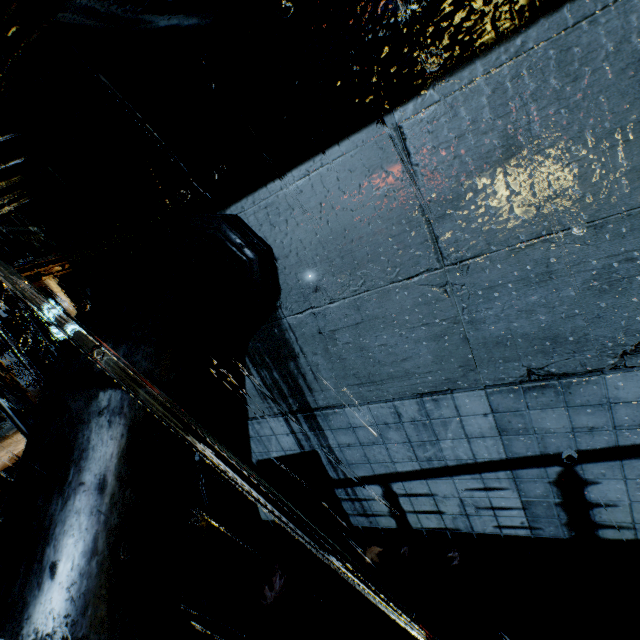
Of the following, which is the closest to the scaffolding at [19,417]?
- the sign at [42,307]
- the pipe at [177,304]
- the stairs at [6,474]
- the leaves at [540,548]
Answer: the pipe at [177,304]

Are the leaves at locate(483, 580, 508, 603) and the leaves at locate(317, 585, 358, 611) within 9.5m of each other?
yes

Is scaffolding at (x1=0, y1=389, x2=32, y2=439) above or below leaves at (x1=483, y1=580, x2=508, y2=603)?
above

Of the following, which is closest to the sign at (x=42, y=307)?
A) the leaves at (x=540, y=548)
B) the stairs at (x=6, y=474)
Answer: the stairs at (x=6, y=474)

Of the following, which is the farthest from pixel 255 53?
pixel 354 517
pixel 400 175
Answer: pixel 354 517

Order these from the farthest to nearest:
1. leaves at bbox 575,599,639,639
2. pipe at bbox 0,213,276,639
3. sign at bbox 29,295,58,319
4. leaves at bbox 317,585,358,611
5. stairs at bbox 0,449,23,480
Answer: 1. sign at bbox 29,295,58,319
2. stairs at bbox 0,449,23,480
3. leaves at bbox 317,585,358,611
4. leaves at bbox 575,599,639,639
5. pipe at bbox 0,213,276,639

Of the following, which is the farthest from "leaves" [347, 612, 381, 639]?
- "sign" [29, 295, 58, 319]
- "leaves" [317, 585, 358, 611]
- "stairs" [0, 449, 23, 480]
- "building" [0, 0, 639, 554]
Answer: "sign" [29, 295, 58, 319]

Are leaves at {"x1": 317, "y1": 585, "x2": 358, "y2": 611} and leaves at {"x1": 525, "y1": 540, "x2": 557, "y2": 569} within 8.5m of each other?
yes
